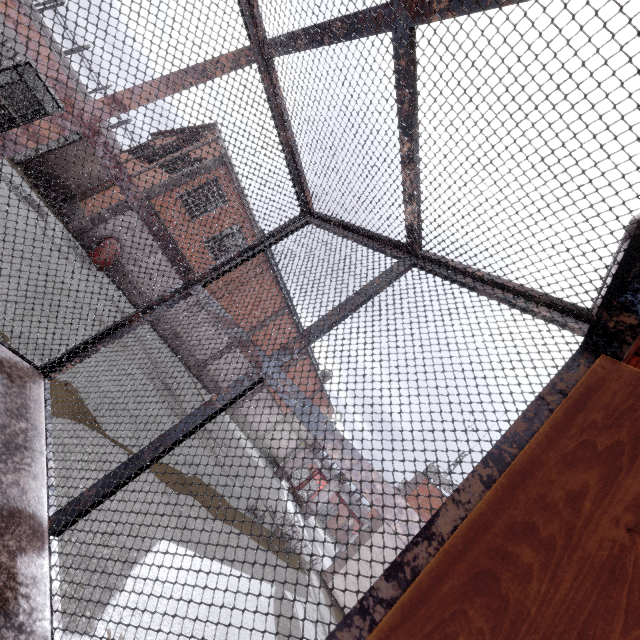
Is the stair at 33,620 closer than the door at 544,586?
No

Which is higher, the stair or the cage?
the cage

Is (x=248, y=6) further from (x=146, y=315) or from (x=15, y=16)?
(x=146, y=315)

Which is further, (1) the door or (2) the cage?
(2) the cage

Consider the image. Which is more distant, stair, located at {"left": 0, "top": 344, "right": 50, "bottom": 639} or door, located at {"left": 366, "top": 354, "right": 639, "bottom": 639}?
stair, located at {"left": 0, "top": 344, "right": 50, "bottom": 639}

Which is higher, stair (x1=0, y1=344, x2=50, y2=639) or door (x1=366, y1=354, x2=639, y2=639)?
door (x1=366, y1=354, x2=639, y2=639)

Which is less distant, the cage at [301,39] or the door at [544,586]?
the door at [544,586]
